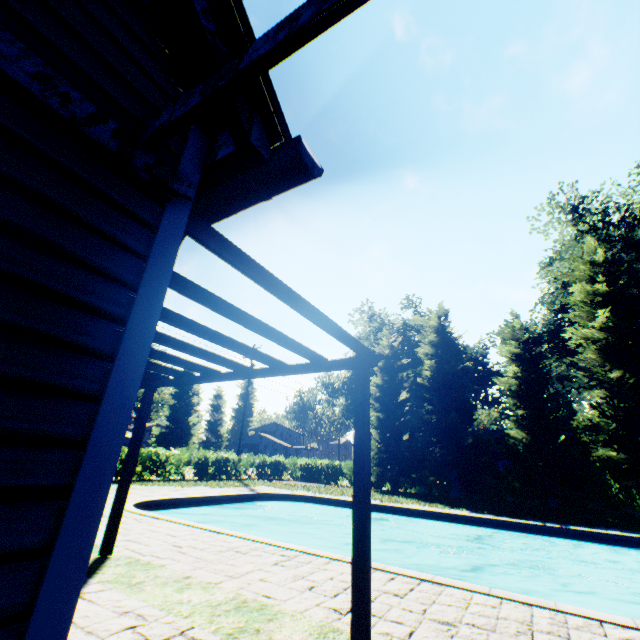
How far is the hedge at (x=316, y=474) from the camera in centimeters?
2003cm

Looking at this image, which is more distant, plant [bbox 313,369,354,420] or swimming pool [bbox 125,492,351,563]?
plant [bbox 313,369,354,420]

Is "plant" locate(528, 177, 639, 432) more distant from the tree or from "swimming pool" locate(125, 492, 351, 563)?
"swimming pool" locate(125, 492, 351, 563)

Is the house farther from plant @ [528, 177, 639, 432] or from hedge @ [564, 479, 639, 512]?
plant @ [528, 177, 639, 432]

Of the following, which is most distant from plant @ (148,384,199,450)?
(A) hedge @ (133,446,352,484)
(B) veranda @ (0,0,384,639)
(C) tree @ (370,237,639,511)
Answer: (B) veranda @ (0,0,384,639)

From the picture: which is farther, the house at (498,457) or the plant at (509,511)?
the house at (498,457)

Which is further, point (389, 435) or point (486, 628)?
point (389, 435)

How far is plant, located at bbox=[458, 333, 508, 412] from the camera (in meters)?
42.97
